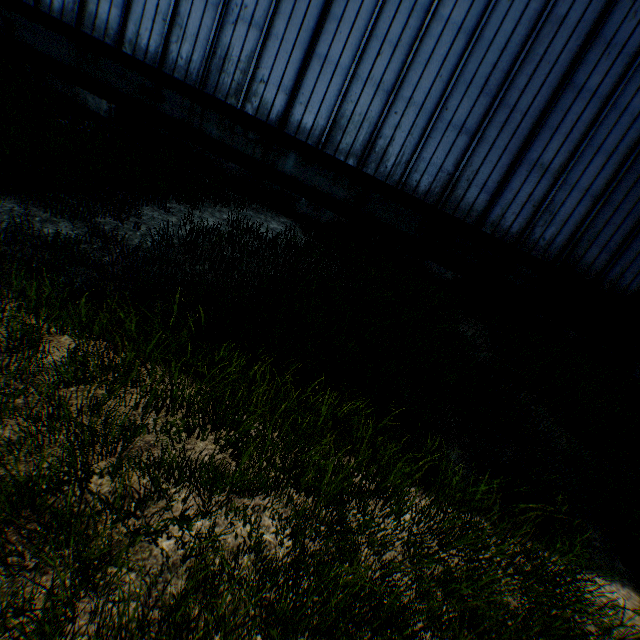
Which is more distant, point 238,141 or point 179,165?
point 238,141
